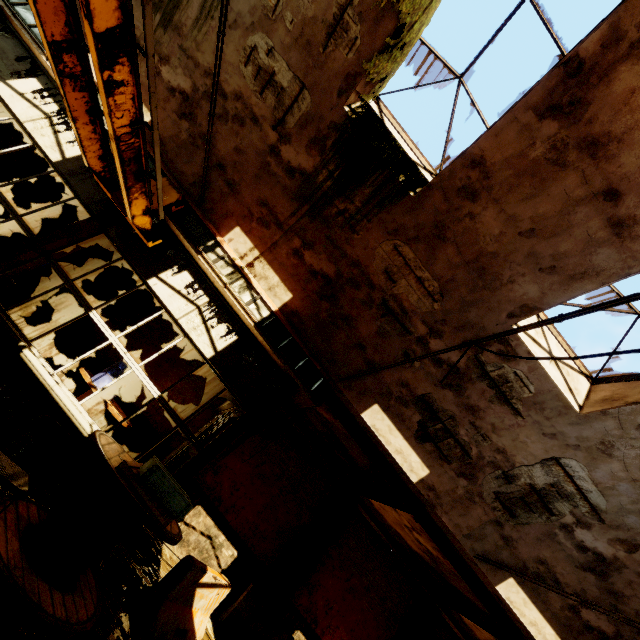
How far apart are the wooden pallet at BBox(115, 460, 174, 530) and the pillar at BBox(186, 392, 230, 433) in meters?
5.1

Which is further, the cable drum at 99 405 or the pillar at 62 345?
the pillar at 62 345

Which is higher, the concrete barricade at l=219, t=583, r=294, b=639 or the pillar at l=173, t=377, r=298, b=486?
the pillar at l=173, t=377, r=298, b=486

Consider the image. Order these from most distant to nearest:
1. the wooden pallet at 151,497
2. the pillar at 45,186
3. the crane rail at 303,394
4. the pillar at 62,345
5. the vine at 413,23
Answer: the pillar at 45,186 → the pillar at 62,345 → the crane rail at 303,394 → the vine at 413,23 → the wooden pallet at 151,497

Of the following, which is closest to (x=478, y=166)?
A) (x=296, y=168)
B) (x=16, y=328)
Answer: (x=296, y=168)

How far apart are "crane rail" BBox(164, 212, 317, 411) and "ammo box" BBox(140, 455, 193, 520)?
2.8 meters

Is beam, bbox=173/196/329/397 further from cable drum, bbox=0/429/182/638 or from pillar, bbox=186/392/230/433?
cable drum, bbox=0/429/182/638

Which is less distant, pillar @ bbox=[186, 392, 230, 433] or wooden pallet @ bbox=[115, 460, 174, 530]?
wooden pallet @ bbox=[115, 460, 174, 530]
